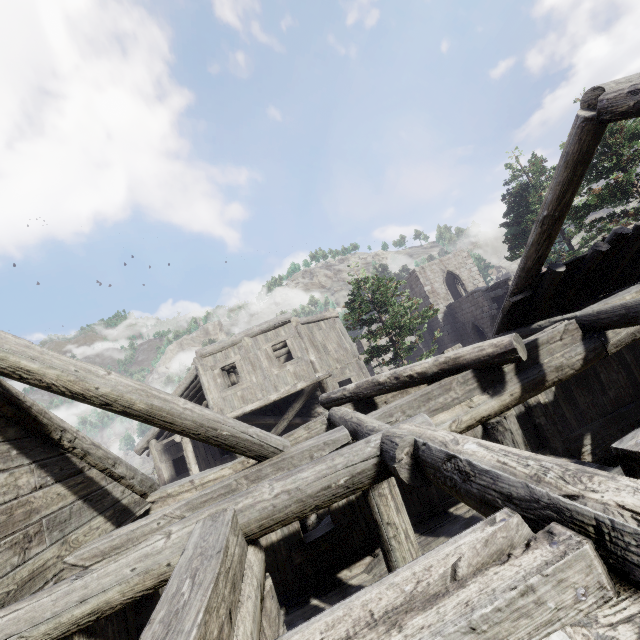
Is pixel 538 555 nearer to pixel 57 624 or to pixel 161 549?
pixel 161 549
